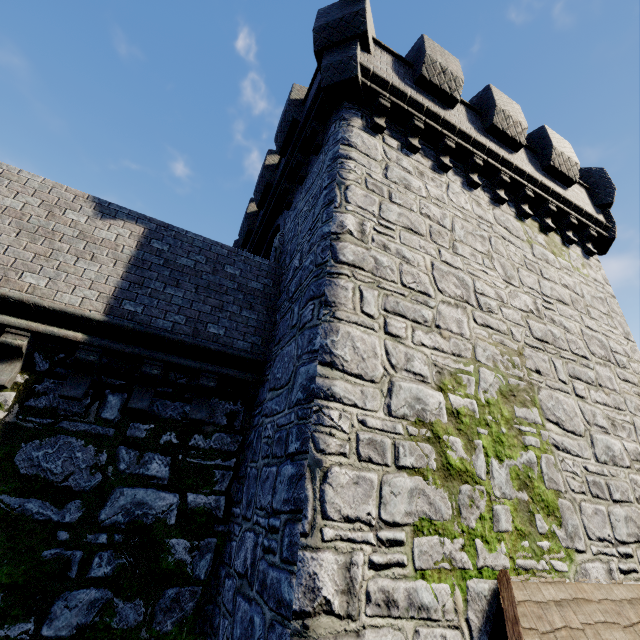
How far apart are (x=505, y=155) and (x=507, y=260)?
3.7 meters
